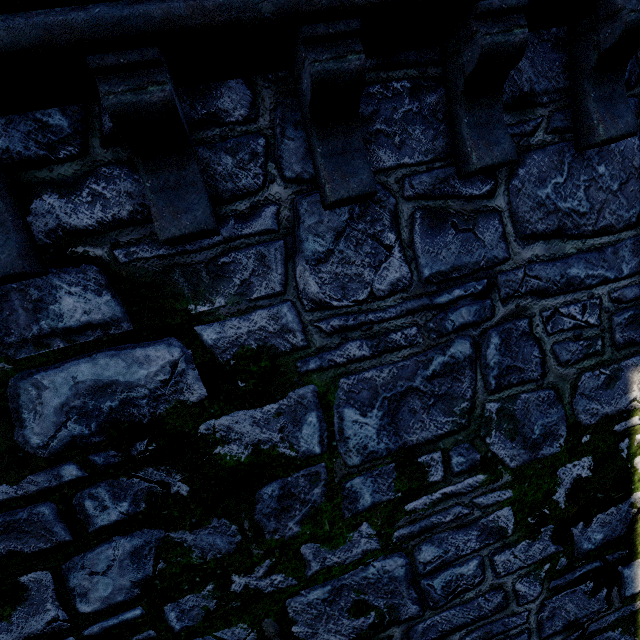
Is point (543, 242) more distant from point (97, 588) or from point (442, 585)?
point (97, 588)
